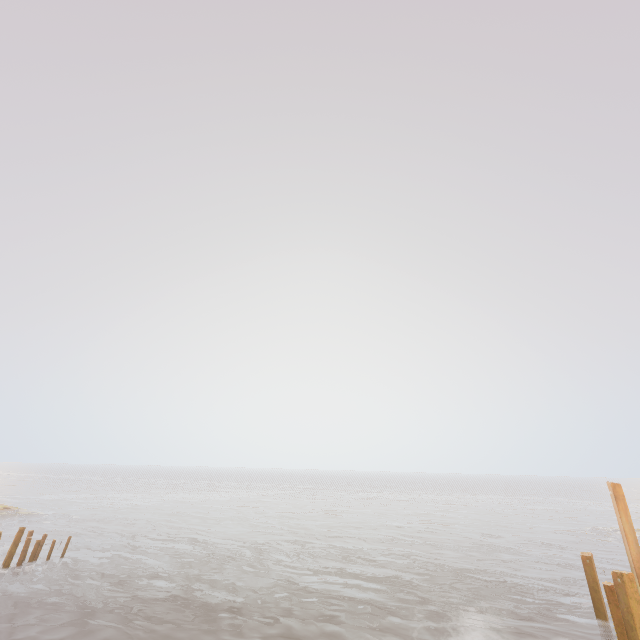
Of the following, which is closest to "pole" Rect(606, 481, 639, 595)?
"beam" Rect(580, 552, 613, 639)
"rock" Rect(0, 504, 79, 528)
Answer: "beam" Rect(580, 552, 613, 639)

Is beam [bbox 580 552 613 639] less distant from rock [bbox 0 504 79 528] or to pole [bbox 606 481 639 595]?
pole [bbox 606 481 639 595]

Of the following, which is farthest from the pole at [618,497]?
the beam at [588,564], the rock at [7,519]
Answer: the rock at [7,519]

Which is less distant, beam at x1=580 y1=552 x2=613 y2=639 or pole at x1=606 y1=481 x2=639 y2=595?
pole at x1=606 y1=481 x2=639 y2=595

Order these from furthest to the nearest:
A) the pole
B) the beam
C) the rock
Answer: the rock
the beam
the pole

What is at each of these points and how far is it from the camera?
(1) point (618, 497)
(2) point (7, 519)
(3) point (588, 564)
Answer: (1) pole, 10.8m
(2) rock, 33.5m
(3) beam, 13.1m

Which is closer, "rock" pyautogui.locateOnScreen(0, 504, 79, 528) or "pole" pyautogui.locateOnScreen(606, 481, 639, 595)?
"pole" pyautogui.locateOnScreen(606, 481, 639, 595)

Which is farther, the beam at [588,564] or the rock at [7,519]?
the rock at [7,519]
